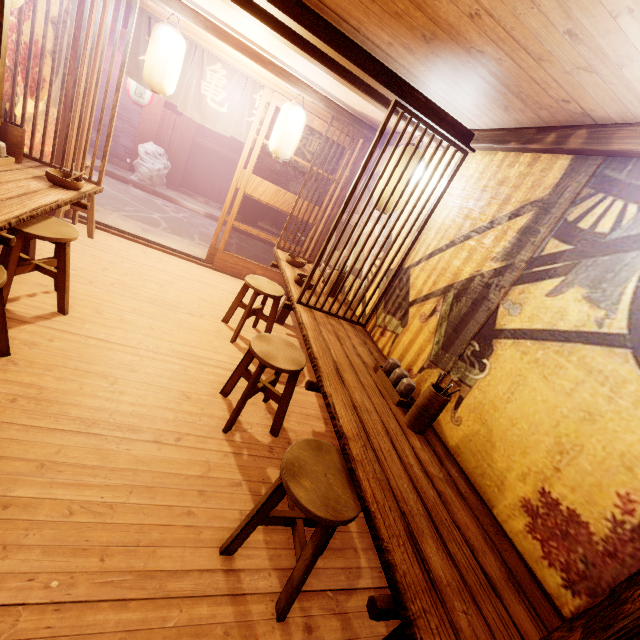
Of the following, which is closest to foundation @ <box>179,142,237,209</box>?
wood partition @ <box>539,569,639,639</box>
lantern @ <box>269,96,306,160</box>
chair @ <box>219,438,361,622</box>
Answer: lantern @ <box>269,96,306,160</box>

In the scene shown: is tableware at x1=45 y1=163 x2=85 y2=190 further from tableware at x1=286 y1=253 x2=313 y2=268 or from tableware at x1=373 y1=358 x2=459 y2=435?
tableware at x1=373 y1=358 x2=459 y2=435

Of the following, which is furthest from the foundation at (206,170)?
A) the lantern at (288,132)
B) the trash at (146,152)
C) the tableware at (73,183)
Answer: the tableware at (73,183)

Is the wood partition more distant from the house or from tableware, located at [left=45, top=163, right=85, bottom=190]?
the house

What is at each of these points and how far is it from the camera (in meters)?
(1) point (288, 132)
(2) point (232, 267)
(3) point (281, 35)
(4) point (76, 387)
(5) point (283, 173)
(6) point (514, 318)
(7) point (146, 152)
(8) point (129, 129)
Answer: (1) lantern, 7.29
(2) door, 10.05
(3) wood bar, 4.52
(4) building, 4.22
(5) blind, 30.80
(6) building, 3.68
(7) trash, 14.83
(8) house, 15.25

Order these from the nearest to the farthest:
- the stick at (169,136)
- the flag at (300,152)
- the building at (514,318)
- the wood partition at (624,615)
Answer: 1. the wood partition at (624,615)
2. the building at (514,318)
3. the flag at (300,152)
4. the stick at (169,136)

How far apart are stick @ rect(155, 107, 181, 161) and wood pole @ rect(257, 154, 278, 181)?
4.1 meters

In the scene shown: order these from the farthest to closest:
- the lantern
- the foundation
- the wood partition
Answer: the foundation → the lantern → the wood partition
